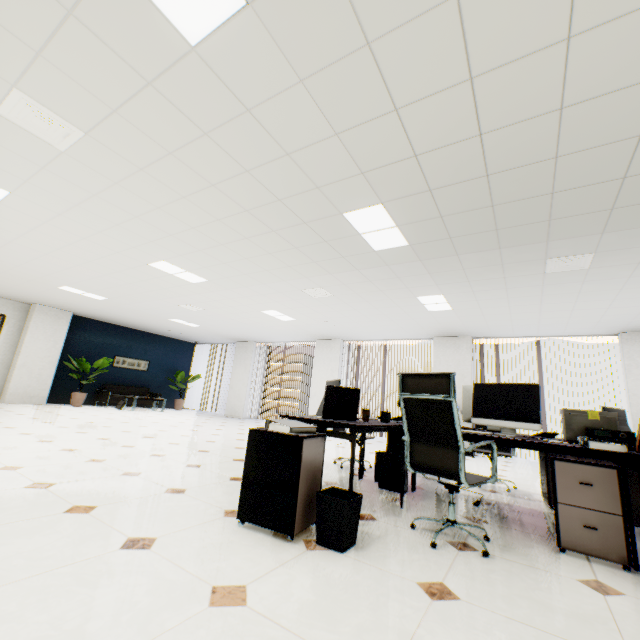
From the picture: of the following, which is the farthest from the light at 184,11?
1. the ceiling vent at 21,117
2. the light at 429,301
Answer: the light at 429,301

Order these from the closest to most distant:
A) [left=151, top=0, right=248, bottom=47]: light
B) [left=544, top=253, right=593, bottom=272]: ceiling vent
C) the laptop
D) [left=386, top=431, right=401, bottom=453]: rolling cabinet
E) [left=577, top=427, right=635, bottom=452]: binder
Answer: [left=151, top=0, right=248, bottom=47]: light, [left=577, top=427, right=635, bottom=452]: binder, the laptop, [left=544, top=253, right=593, bottom=272]: ceiling vent, [left=386, top=431, right=401, bottom=453]: rolling cabinet

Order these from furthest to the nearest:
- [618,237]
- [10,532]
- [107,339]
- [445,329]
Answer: [107,339] → [445,329] → [618,237] → [10,532]

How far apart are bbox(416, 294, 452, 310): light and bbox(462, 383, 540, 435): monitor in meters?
2.6 m

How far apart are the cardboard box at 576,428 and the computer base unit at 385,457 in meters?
1.6

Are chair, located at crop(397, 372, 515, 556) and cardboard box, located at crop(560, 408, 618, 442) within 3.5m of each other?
yes

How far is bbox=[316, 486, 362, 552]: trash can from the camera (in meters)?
2.01

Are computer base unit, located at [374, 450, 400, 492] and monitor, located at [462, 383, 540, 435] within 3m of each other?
yes
